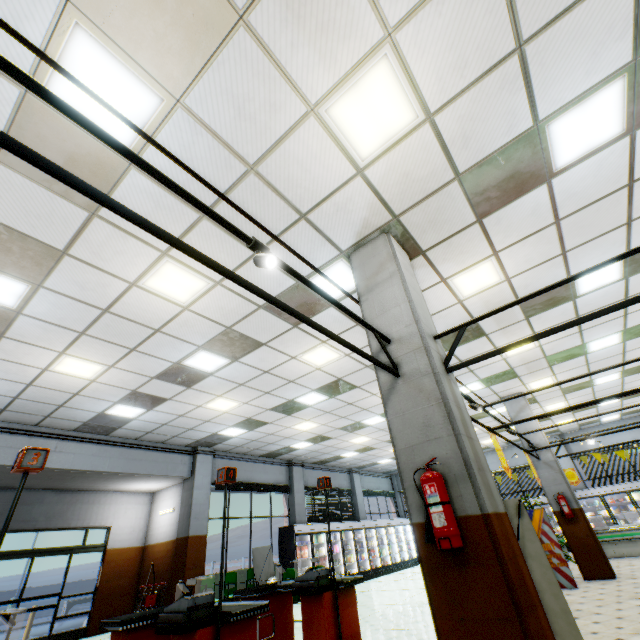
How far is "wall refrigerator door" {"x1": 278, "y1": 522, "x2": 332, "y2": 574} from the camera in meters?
12.1

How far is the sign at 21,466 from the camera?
2.9 meters

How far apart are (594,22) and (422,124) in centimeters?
157cm

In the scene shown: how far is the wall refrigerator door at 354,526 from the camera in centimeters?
A: 1422cm

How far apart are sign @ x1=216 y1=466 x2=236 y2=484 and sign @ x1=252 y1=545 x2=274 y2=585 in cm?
622

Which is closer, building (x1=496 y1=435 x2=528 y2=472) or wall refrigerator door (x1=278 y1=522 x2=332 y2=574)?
wall refrigerator door (x1=278 y1=522 x2=332 y2=574)

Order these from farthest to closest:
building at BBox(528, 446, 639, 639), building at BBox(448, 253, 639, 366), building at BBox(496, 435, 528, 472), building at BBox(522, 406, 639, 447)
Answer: building at BBox(496, 435, 528, 472), building at BBox(522, 406, 639, 447), building at BBox(448, 253, 639, 366), building at BBox(528, 446, 639, 639)

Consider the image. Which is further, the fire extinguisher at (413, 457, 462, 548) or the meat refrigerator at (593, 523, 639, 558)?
the meat refrigerator at (593, 523, 639, 558)
